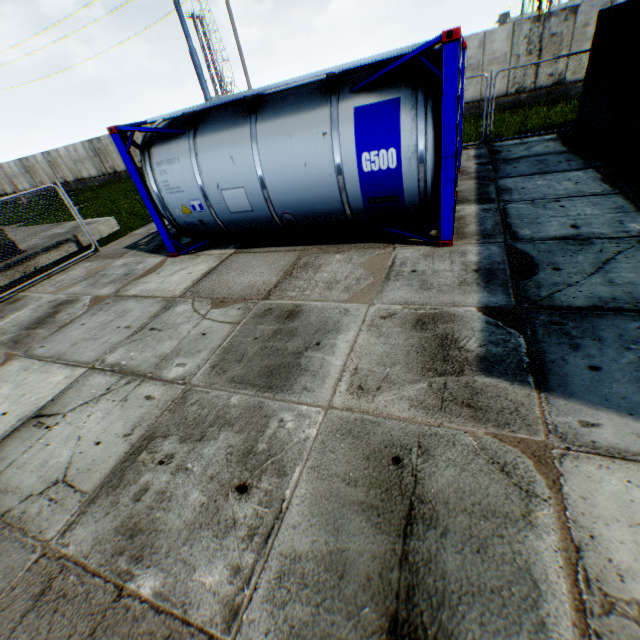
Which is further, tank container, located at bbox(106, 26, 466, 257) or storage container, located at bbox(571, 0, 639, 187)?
storage container, located at bbox(571, 0, 639, 187)

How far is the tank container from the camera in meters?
4.9

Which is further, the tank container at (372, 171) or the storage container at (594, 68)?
the storage container at (594, 68)

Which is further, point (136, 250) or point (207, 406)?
point (136, 250)

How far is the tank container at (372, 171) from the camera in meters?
4.9
